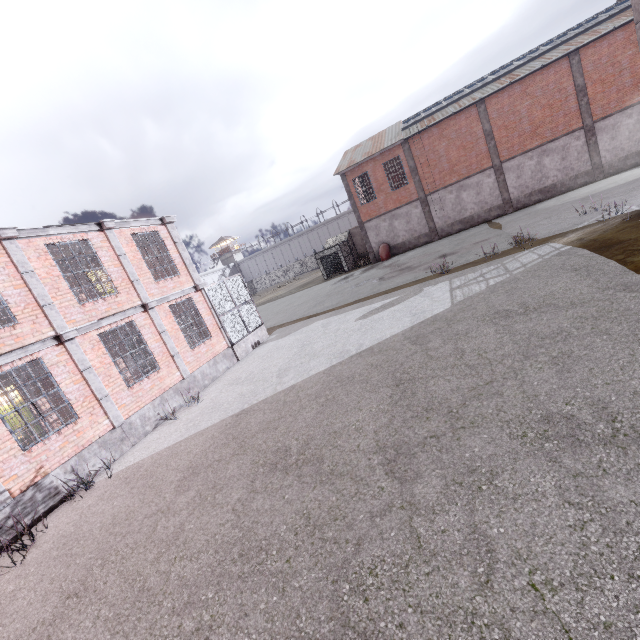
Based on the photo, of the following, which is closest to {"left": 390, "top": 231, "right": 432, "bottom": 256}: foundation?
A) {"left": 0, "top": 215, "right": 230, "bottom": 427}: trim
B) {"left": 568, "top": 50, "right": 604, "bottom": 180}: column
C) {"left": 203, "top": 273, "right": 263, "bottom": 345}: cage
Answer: {"left": 568, "top": 50, "right": 604, "bottom": 180}: column

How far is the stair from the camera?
15.47m

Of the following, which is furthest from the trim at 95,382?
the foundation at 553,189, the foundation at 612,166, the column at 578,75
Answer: the foundation at 612,166

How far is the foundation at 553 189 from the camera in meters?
24.1

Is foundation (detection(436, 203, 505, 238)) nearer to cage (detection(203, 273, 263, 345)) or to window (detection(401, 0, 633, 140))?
window (detection(401, 0, 633, 140))

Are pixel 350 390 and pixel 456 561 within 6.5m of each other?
yes

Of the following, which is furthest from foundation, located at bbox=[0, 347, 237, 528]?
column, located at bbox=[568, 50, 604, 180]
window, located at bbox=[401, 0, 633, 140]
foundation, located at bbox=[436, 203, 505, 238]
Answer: column, located at bbox=[568, 50, 604, 180]

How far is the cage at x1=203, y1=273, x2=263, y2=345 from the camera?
15.1 meters
